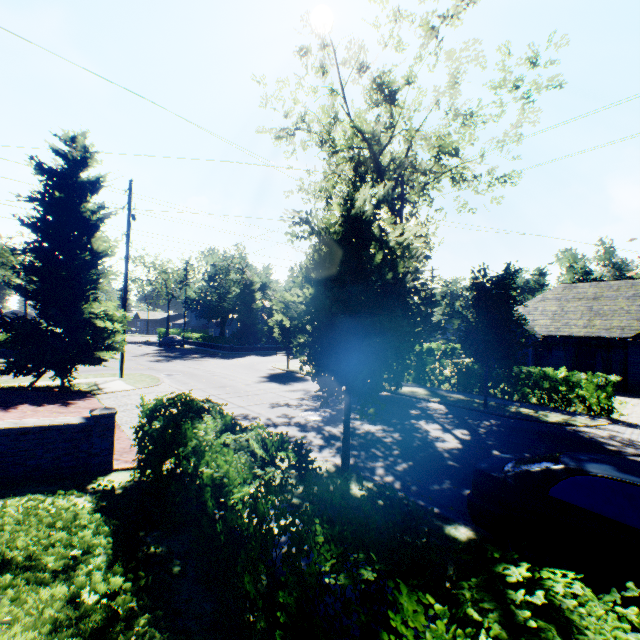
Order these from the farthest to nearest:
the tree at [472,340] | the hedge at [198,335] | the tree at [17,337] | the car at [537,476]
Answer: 1. the hedge at [198,335]
2. the tree at [17,337]
3. the tree at [472,340]
4. the car at [537,476]

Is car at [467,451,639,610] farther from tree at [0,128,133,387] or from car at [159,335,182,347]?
car at [159,335,182,347]

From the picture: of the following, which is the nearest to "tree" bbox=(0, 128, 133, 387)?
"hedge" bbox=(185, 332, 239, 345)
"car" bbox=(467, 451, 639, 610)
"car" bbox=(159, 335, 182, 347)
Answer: "hedge" bbox=(185, 332, 239, 345)

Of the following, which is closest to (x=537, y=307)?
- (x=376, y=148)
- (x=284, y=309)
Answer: (x=376, y=148)

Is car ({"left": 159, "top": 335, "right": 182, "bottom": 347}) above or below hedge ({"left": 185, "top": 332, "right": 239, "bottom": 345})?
below

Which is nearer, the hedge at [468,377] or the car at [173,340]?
the hedge at [468,377]

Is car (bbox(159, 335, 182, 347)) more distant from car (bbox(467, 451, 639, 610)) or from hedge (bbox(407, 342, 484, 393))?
car (bbox(467, 451, 639, 610))
